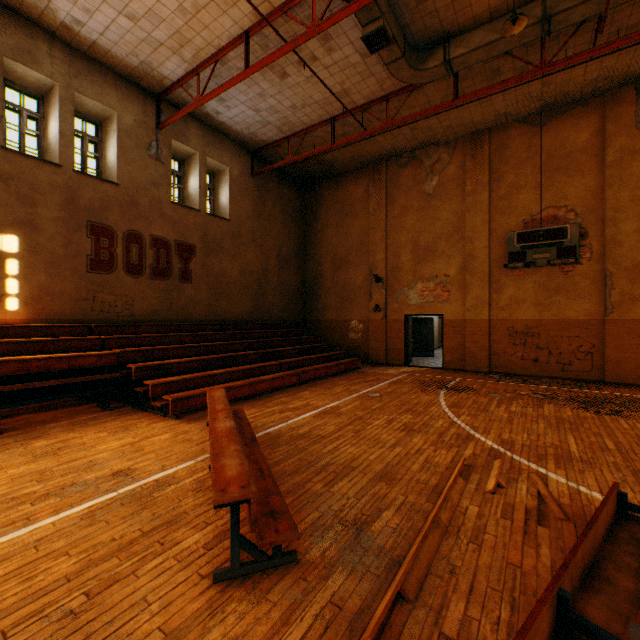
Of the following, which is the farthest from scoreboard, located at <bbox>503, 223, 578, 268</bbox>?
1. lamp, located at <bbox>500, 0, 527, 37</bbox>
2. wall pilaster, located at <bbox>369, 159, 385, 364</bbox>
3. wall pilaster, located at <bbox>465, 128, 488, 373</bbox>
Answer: lamp, located at <bbox>500, 0, 527, 37</bbox>

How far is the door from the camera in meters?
13.4

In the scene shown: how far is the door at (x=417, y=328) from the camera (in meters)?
13.44

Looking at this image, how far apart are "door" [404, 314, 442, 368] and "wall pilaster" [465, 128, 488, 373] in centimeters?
374cm

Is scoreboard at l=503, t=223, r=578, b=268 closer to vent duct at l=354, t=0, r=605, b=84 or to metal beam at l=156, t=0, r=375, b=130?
vent duct at l=354, t=0, r=605, b=84

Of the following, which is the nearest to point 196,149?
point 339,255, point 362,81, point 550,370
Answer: point 362,81

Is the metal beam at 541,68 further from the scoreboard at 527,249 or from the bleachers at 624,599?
the bleachers at 624,599

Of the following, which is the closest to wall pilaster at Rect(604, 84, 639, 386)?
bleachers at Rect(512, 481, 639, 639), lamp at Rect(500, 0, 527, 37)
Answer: lamp at Rect(500, 0, 527, 37)
